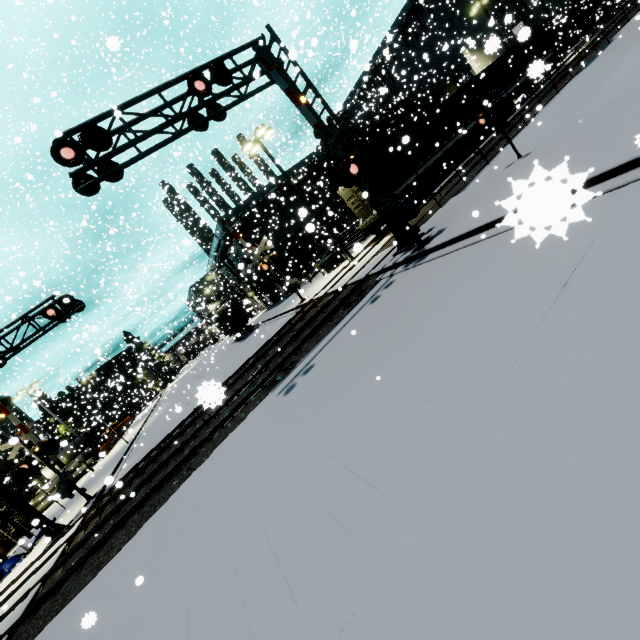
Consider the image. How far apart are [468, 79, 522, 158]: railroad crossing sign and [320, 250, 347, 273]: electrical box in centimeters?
1396cm

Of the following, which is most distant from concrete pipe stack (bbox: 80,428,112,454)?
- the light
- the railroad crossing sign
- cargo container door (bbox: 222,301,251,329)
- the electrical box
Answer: the railroad crossing sign

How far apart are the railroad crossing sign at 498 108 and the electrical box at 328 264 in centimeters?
1396cm

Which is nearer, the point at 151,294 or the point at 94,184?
the point at 94,184

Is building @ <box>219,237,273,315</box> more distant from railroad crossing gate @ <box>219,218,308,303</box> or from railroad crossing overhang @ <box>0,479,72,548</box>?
railroad crossing overhang @ <box>0,479,72,548</box>

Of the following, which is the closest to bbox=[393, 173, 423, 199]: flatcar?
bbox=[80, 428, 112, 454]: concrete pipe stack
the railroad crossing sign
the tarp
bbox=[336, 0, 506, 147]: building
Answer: bbox=[336, 0, 506, 147]: building

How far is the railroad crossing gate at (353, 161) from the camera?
9.7m

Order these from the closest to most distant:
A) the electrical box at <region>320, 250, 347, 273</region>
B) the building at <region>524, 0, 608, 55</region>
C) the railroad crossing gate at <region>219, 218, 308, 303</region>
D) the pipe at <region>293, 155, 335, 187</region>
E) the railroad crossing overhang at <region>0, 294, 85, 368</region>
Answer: the railroad crossing overhang at <region>0, 294, 85, 368</region>, the railroad crossing gate at <region>219, 218, 308, 303</region>, the electrical box at <region>320, 250, 347, 273</region>, the pipe at <region>293, 155, 335, 187</region>, the building at <region>524, 0, 608, 55</region>
